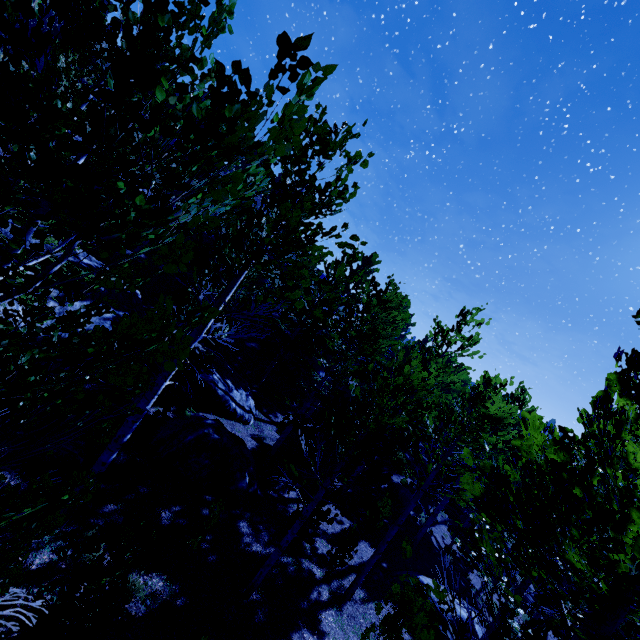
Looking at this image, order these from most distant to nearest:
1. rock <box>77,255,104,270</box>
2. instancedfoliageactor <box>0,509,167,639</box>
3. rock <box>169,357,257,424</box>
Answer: rock <box>169,357,257,424</box> → rock <box>77,255,104,270</box> → instancedfoliageactor <box>0,509,167,639</box>

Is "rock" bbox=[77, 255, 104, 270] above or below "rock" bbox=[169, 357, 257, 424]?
above

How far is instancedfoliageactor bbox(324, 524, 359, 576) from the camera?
9.77m

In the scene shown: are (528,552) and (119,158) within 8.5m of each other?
yes

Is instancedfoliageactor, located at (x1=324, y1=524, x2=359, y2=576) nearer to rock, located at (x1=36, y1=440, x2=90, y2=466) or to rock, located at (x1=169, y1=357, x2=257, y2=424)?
rock, located at (x1=169, y1=357, x2=257, y2=424)

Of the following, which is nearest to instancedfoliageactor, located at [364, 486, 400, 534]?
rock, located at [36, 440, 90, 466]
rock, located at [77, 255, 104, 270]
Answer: rock, located at [77, 255, 104, 270]

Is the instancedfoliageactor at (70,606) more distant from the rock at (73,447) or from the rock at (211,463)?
the rock at (73,447)

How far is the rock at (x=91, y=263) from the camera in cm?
1209
